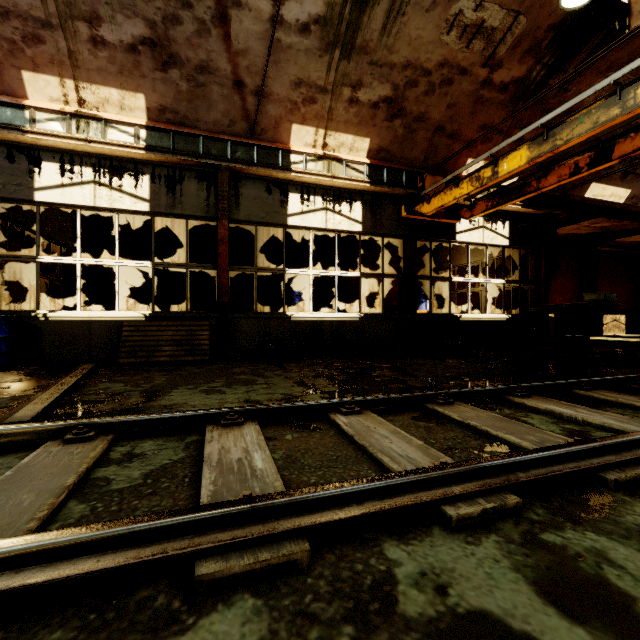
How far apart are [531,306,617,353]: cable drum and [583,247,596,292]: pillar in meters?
10.9

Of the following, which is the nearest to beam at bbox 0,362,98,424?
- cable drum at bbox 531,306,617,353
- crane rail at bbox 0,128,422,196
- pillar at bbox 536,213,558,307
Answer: crane rail at bbox 0,128,422,196

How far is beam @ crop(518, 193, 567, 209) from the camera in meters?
9.8

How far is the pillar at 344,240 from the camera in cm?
1333

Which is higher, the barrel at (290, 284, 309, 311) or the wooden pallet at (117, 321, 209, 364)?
the barrel at (290, 284, 309, 311)

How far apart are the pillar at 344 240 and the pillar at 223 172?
6.3 meters

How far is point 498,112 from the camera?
8.23m

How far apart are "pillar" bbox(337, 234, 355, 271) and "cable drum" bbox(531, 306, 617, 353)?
6.2 meters
